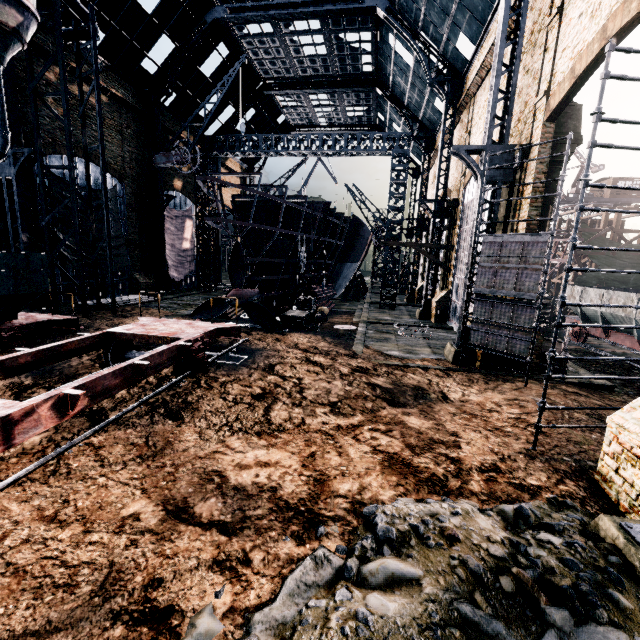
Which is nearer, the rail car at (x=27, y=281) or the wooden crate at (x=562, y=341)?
the rail car at (x=27, y=281)

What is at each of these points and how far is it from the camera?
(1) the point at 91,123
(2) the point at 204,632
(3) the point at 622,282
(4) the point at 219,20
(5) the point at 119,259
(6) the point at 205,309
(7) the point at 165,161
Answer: (1) building, 24.73m
(2) stone debris, 3.73m
(3) cloth, 28.78m
(4) building, 26.81m
(5) cloth, 26.44m
(6) propeller, 19.66m
(7) crane, 28.09m

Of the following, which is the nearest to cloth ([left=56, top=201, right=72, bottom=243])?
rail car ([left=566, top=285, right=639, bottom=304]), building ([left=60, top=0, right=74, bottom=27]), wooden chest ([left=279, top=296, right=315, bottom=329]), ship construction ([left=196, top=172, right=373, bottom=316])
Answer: building ([left=60, top=0, right=74, bottom=27])

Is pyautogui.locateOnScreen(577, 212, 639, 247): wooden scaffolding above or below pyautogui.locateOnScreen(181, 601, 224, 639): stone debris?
above

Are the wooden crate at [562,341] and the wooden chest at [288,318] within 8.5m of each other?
no

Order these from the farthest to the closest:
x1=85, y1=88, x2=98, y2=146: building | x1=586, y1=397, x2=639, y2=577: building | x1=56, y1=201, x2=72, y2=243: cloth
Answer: x1=85, y1=88, x2=98, y2=146: building < x1=56, y1=201, x2=72, y2=243: cloth < x1=586, y1=397, x2=639, y2=577: building

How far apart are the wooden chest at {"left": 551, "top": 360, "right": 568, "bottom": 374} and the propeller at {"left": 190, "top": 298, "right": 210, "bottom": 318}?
16.3m

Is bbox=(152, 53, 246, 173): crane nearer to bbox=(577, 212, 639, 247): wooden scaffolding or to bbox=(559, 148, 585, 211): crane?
bbox=(577, 212, 639, 247): wooden scaffolding
